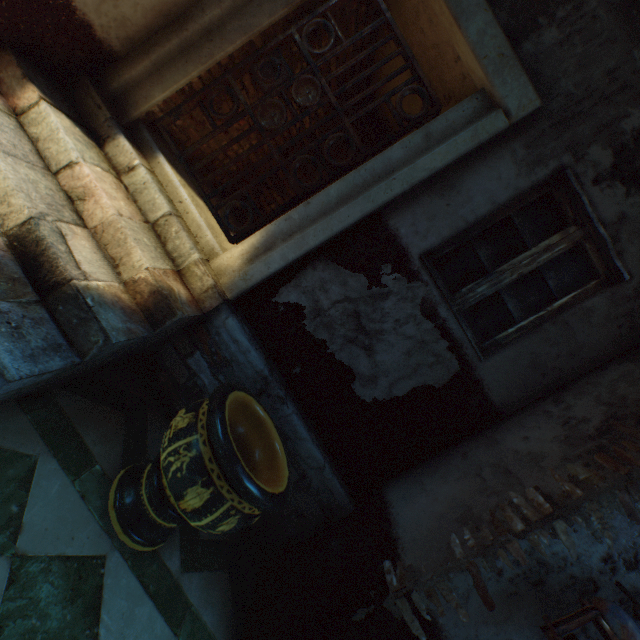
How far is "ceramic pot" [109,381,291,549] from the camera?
1.6m

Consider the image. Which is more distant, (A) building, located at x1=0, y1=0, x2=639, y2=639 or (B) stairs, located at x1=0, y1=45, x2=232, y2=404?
(A) building, located at x1=0, y1=0, x2=639, y2=639

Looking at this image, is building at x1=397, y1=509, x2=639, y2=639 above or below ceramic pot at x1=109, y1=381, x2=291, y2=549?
above

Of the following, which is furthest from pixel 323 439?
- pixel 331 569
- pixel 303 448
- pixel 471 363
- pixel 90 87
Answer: pixel 90 87

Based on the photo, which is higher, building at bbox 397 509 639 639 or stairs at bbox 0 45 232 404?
building at bbox 397 509 639 639

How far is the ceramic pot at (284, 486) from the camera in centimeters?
159cm

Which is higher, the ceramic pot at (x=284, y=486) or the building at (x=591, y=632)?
the building at (x=591, y=632)

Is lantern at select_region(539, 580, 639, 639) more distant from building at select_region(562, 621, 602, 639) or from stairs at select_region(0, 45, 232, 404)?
stairs at select_region(0, 45, 232, 404)
